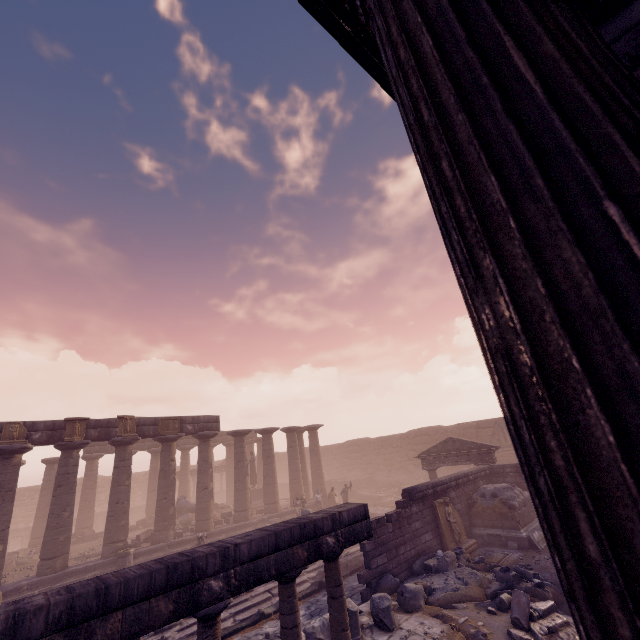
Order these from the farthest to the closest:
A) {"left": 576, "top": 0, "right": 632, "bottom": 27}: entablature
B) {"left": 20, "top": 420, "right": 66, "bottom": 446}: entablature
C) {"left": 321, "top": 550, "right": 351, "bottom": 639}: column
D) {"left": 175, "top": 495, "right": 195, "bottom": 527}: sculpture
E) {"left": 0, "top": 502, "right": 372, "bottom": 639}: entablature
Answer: {"left": 175, "top": 495, "right": 195, "bottom": 527}: sculpture → {"left": 20, "top": 420, "right": 66, "bottom": 446}: entablature → {"left": 321, "top": 550, "right": 351, "bottom": 639}: column → {"left": 0, "top": 502, "right": 372, "bottom": 639}: entablature → {"left": 576, "top": 0, "right": 632, "bottom": 27}: entablature

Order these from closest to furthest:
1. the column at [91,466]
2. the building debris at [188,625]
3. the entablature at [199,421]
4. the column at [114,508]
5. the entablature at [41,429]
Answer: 1. the building debris at [188,625]
2. the entablature at [41,429]
3. the column at [114,508]
4. the entablature at [199,421]
5. the column at [91,466]

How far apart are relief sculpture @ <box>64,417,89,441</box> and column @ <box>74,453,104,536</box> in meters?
10.3 m

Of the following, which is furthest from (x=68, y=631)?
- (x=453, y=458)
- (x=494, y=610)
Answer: (x=453, y=458)

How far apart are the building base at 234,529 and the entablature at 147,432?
5.29m

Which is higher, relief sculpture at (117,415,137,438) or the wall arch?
relief sculpture at (117,415,137,438)

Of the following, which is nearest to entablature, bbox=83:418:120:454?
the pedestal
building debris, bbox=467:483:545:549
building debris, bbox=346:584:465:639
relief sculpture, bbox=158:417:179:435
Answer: relief sculpture, bbox=158:417:179:435

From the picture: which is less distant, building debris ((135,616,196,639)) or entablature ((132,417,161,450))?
building debris ((135,616,196,639))
